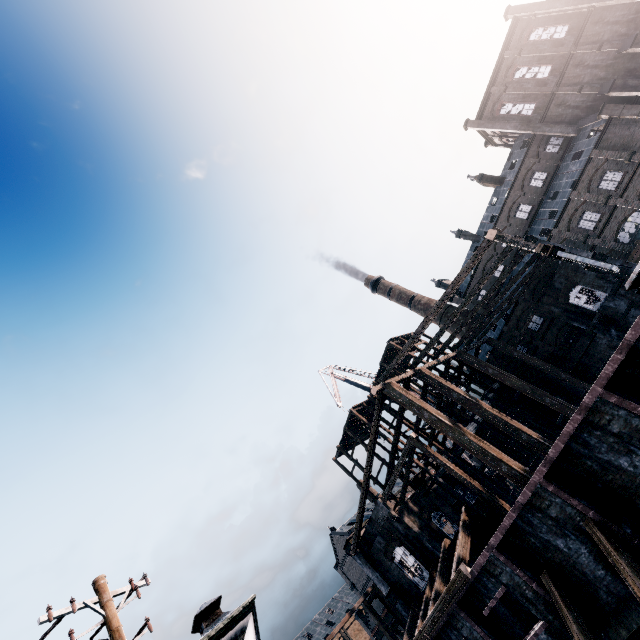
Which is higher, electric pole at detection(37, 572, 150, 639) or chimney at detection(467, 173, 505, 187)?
chimney at detection(467, 173, 505, 187)

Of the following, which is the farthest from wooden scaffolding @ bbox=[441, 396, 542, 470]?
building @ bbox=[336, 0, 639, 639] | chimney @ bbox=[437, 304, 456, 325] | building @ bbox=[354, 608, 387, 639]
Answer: chimney @ bbox=[437, 304, 456, 325]

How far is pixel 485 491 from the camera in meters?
19.7 m

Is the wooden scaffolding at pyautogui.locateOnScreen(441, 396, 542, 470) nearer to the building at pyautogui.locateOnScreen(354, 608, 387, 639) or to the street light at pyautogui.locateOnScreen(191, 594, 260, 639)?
the building at pyautogui.locateOnScreen(354, 608, 387, 639)

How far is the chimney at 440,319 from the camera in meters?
58.6 m

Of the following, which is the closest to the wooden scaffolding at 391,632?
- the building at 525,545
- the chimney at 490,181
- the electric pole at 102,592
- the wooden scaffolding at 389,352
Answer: the building at 525,545

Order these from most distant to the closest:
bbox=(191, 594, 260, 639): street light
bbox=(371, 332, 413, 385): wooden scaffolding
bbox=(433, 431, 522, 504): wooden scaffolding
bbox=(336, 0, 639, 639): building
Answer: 1. bbox=(371, 332, 413, 385): wooden scaffolding
2. bbox=(433, 431, 522, 504): wooden scaffolding
3. bbox=(336, 0, 639, 639): building
4. bbox=(191, 594, 260, 639): street light

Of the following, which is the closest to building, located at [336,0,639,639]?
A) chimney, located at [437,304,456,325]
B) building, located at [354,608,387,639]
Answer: chimney, located at [437,304,456,325]
